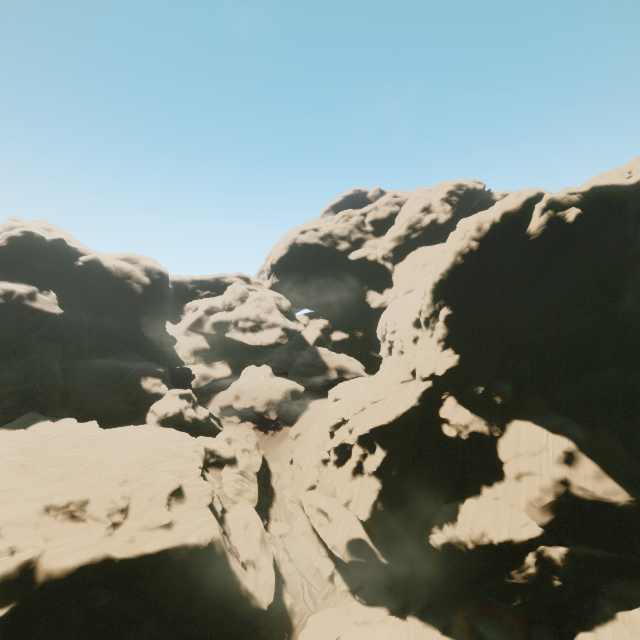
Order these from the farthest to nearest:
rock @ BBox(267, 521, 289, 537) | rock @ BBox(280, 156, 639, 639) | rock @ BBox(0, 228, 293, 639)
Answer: rock @ BBox(267, 521, 289, 537)
rock @ BBox(280, 156, 639, 639)
rock @ BBox(0, 228, 293, 639)

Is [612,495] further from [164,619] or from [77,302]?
[77,302]

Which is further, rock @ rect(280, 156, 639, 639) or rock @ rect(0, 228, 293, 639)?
rock @ rect(280, 156, 639, 639)

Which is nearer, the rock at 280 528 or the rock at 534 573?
the rock at 534 573

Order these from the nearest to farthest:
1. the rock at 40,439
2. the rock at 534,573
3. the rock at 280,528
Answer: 1. the rock at 40,439
2. the rock at 534,573
3. the rock at 280,528

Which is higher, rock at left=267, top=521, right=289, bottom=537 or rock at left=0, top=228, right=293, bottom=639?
rock at left=0, top=228, right=293, bottom=639

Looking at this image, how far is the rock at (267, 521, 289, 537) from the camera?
41.4m
